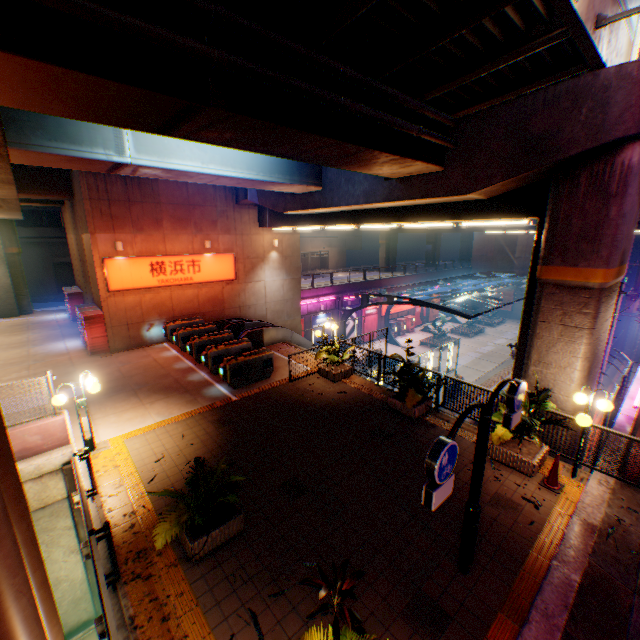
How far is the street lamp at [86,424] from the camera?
8.3m

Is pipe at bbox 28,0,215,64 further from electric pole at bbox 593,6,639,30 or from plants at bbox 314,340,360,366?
plants at bbox 314,340,360,366

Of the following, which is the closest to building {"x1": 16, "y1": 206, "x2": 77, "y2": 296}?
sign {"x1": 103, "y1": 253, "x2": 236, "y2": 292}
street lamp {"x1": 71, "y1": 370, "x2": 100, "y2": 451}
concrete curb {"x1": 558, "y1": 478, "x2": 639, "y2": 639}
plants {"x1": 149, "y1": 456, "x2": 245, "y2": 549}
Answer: sign {"x1": 103, "y1": 253, "x2": 236, "y2": 292}

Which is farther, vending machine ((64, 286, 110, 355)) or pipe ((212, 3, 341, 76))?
vending machine ((64, 286, 110, 355))

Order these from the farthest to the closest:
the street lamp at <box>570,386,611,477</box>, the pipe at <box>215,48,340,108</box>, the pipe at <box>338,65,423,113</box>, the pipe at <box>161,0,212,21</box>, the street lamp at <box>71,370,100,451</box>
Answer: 1. the street lamp at <box>71,370,100,451</box>
2. the street lamp at <box>570,386,611,477</box>
3. the pipe at <box>338,65,423,113</box>
4. the pipe at <box>215,48,340,108</box>
5. the pipe at <box>161,0,212,21</box>

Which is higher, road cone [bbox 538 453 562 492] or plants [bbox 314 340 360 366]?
A: plants [bbox 314 340 360 366]

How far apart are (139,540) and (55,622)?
5.05m

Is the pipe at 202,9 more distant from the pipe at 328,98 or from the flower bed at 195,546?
the flower bed at 195,546
